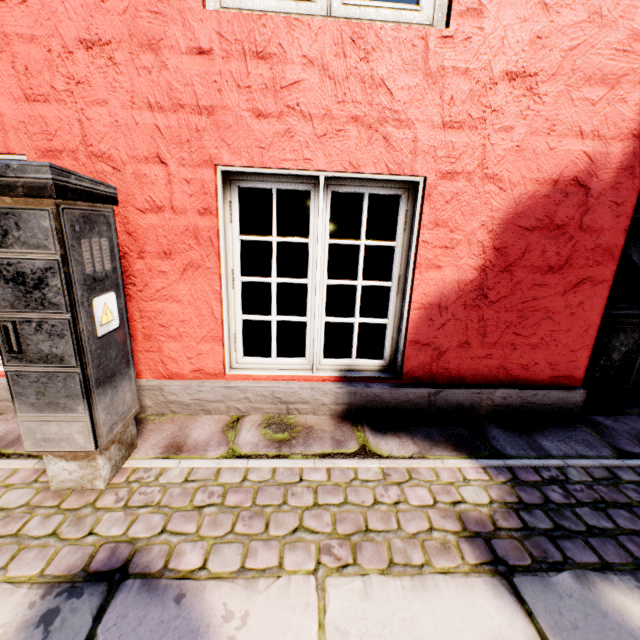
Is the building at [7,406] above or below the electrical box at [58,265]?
below

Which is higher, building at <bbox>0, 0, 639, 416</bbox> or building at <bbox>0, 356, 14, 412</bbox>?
building at <bbox>0, 0, 639, 416</bbox>

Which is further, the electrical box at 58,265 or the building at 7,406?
the building at 7,406

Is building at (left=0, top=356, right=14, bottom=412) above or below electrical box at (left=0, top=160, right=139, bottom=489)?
below

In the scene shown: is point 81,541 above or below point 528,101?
Answer: below

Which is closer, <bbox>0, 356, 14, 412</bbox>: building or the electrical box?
the electrical box
